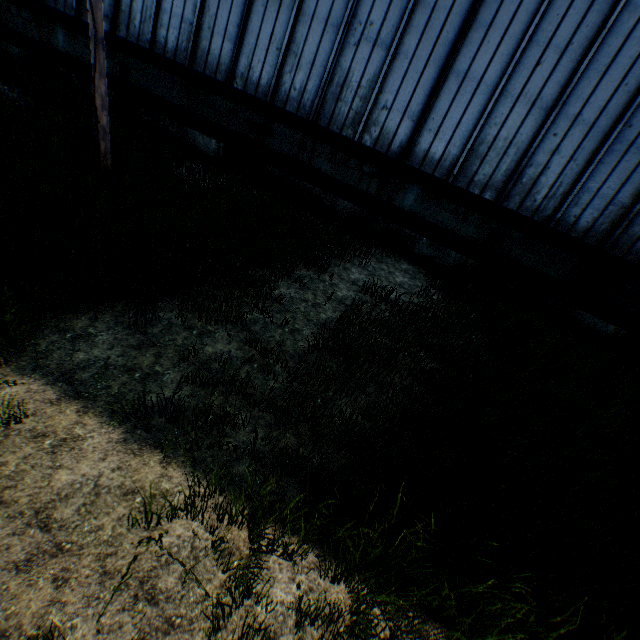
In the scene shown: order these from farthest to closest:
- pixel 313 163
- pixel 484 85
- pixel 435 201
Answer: pixel 313 163 < pixel 435 201 < pixel 484 85

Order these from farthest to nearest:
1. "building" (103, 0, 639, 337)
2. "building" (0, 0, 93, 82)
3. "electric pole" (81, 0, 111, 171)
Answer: "building" (0, 0, 93, 82), "building" (103, 0, 639, 337), "electric pole" (81, 0, 111, 171)

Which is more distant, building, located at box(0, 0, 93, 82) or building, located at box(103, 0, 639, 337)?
building, located at box(0, 0, 93, 82)

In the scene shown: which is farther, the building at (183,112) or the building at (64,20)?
the building at (64,20)

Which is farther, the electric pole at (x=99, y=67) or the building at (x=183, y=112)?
the building at (x=183, y=112)

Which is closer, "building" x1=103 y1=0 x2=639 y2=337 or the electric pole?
the electric pole
